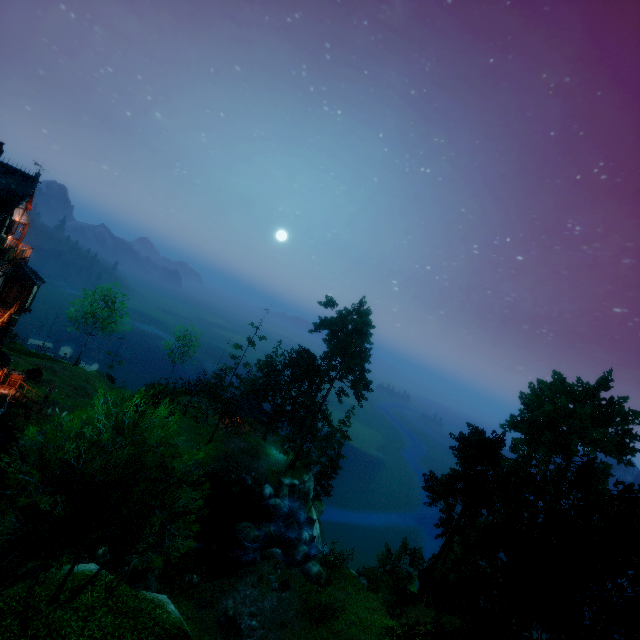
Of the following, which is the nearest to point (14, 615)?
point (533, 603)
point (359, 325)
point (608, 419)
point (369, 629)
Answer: point (369, 629)

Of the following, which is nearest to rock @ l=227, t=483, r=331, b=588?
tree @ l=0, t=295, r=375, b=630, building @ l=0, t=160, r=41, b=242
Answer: tree @ l=0, t=295, r=375, b=630

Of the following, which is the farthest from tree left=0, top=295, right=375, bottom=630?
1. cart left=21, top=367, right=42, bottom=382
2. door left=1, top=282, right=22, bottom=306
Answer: door left=1, top=282, right=22, bottom=306

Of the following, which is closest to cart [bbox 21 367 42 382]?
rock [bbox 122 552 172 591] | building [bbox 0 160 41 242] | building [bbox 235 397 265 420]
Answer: building [bbox 0 160 41 242]

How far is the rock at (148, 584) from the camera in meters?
19.8

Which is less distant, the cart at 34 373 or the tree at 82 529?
the tree at 82 529

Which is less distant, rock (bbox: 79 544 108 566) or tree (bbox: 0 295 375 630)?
tree (bbox: 0 295 375 630)

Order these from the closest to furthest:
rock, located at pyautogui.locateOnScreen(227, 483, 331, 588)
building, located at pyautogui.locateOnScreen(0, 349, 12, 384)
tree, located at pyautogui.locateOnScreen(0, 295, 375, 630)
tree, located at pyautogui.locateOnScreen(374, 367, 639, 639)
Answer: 1. tree, located at pyautogui.locateOnScreen(0, 295, 375, 630)
2. tree, located at pyautogui.locateOnScreen(374, 367, 639, 639)
3. rock, located at pyautogui.locateOnScreen(227, 483, 331, 588)
4. building, located at pyautogui.locateOnScreen(0, 349, 12, 384)
